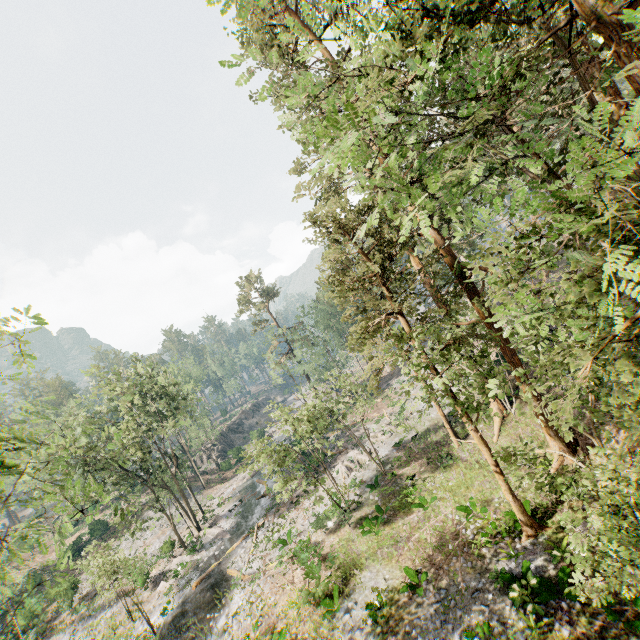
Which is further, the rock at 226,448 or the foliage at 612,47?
the rock at 226,448

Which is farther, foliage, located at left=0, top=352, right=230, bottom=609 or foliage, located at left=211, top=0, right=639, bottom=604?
foliage, located at left=0, top=352, right=230, bottom=609

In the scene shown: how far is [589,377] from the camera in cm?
780

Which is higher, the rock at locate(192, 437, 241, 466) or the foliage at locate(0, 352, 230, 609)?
the foliage at locate(0, 352, 230, 609)

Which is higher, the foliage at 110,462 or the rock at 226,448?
the foliage at 110,462

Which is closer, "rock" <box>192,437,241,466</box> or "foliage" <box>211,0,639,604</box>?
"foliage" <box>211,0,639,604</box>
